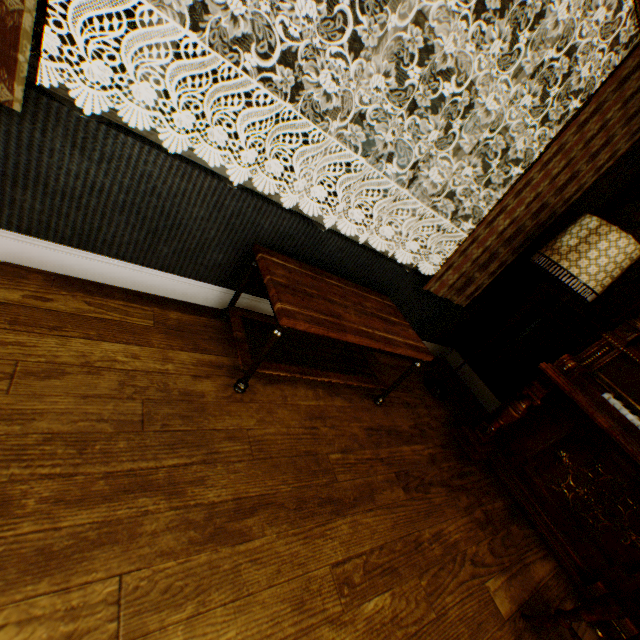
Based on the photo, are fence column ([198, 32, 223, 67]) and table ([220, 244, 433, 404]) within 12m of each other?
no

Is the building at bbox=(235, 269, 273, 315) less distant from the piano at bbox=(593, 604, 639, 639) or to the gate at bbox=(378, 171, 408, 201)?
the piano at bbox=(593, 604, 639, 639)

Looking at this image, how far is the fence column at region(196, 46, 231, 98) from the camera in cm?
1202

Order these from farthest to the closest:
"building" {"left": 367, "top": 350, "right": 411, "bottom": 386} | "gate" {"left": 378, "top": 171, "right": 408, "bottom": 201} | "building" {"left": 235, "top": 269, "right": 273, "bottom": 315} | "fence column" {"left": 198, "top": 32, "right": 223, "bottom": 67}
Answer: "gate" {"left": 378, "top": 171, "right": 408, "bottom": 201} < "fence column" {"left": 198, "top": 32, "right": 223, "bottom": 67} < "building" {"left": 367, "top": 350, "right": 411, "bottom": 386} < "building" {"left": 235, "top": 269, "right": 273, "bottom": 315}

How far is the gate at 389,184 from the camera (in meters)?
18.19

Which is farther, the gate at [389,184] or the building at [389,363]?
the gate at [389,184]

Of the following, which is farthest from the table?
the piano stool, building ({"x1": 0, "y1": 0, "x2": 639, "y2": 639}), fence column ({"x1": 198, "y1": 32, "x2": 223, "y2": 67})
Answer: fence column ({"x1": 198, "y1": 32, "x2": 223, "y2": 67})

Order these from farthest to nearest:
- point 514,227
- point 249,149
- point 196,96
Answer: point 196,96
point 249,149
point 514,227
